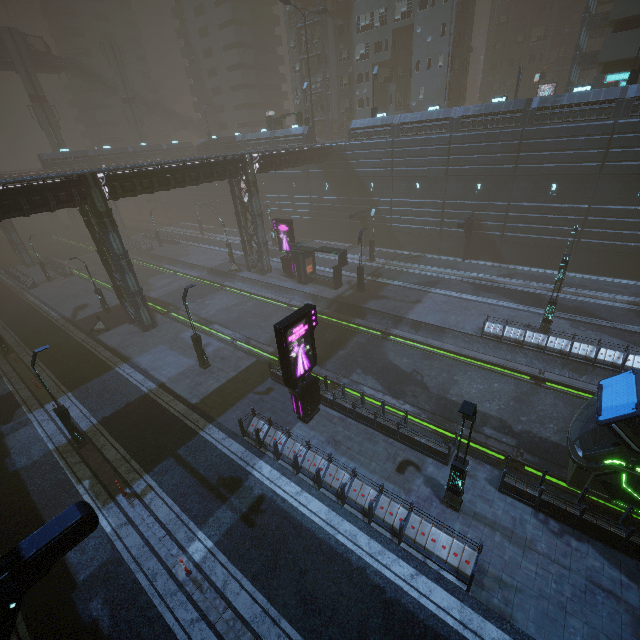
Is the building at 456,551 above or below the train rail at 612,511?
above

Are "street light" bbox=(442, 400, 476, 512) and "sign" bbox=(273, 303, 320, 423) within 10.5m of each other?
yes

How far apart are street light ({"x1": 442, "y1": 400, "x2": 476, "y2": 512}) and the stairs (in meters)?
77.56

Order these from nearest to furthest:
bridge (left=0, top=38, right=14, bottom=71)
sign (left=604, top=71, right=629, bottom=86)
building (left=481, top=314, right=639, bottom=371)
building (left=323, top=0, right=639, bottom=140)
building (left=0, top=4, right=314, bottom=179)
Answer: building (left=481, top=314, right=639, bottom=371), building (left=323, top=0, right=639, bottom=140), sign (left=604, top=71, right=629, bottom=86), building (left=0, top=4, right=314, bottom=179), bridge (left=0, top=38, right=14, bottom=71)

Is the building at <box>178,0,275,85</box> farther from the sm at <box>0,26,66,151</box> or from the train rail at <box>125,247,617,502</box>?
the sm at <box>0,26,66,151</box>

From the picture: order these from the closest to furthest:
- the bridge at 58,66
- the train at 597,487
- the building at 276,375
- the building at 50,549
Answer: the building at 50,549
the train at 597,487
the building at 276,375
the bridge at 58,66

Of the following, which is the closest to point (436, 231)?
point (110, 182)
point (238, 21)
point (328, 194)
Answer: point (328, 194)

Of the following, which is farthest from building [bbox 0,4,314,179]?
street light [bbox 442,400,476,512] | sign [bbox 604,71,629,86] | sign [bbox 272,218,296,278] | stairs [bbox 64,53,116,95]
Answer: stairs [bbox 64,53,116,95]
